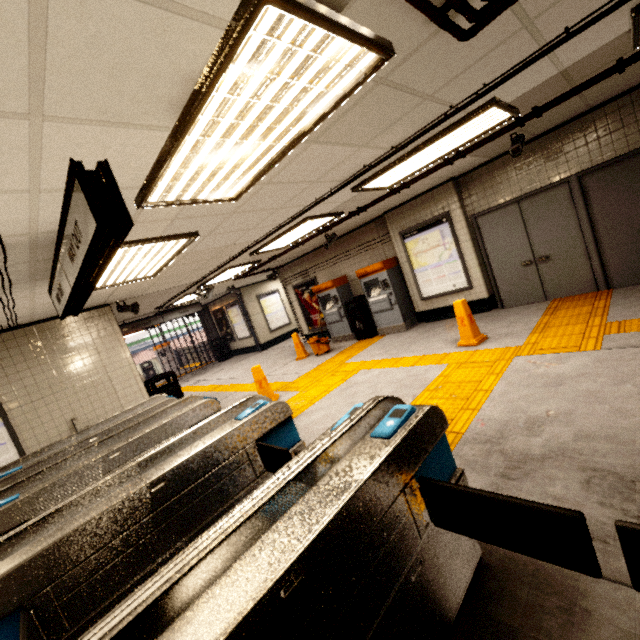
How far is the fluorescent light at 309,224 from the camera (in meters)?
5.67

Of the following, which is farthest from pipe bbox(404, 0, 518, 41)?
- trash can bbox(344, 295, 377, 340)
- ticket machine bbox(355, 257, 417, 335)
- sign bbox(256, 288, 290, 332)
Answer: sign bbox(256, 288, 290, 332)

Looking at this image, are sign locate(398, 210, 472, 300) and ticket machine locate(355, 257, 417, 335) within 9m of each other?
yes

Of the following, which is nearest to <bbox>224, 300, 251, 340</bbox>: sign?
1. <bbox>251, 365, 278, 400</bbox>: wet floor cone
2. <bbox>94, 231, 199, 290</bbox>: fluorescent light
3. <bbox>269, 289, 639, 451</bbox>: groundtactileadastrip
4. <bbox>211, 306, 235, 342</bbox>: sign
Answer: <bbox>211, 306, 235, 342</bbox>: sign

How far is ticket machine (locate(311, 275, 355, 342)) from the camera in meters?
9.4 m

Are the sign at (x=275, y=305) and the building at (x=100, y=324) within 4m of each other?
no

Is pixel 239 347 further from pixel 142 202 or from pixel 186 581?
pixel 186 581

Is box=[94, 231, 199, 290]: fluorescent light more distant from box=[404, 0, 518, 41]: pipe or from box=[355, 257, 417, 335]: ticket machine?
box=[355, 257, 417, 335]: ticket machine
